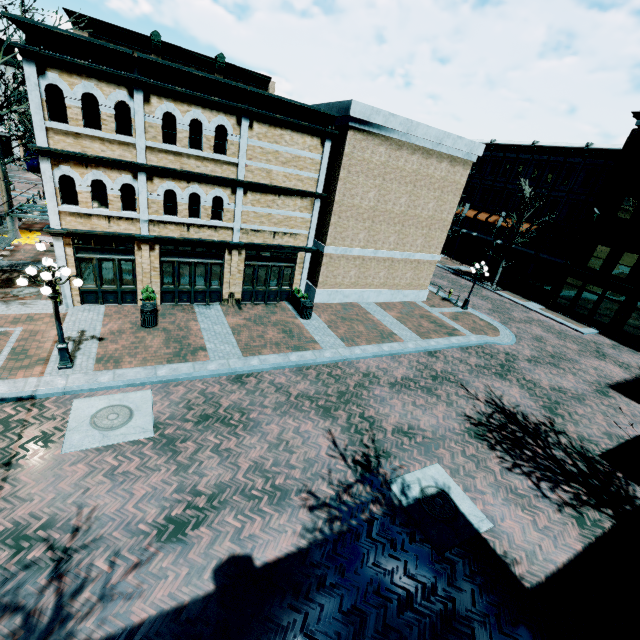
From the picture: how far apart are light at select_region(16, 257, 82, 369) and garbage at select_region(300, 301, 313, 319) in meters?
9.4 m

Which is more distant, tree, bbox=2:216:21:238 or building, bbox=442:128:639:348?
building, bbox=442:128:639:348

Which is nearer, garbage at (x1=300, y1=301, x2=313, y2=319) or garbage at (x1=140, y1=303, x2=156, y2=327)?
garbage at (x1=140, y1=303, x2=156, y2=327)

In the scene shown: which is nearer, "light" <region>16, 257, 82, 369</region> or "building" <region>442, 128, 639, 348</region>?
"light" <region>16, 257, 82, 369</region>

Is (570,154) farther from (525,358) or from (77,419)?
(77,419)

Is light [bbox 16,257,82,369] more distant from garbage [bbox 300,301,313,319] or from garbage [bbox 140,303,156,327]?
garbage [bbox 300,301,313,319]

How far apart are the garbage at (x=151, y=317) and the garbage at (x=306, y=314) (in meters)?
6.81

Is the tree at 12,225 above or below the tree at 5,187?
below
